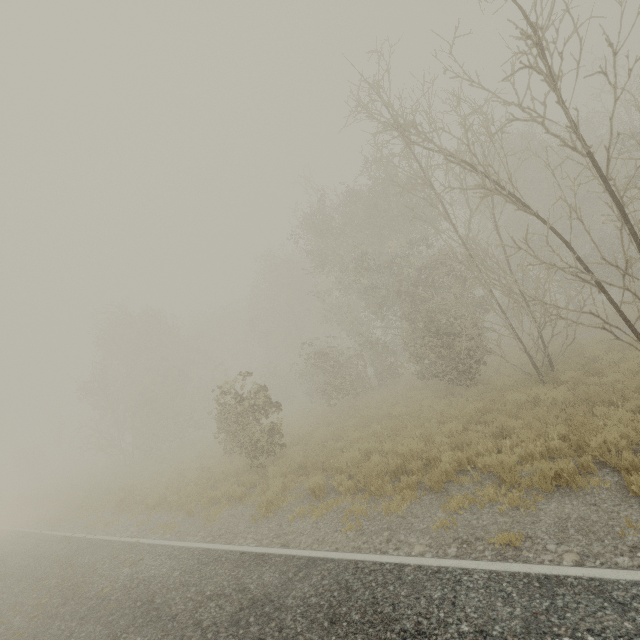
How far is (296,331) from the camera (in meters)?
29.84

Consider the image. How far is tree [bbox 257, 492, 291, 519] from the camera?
8.15m

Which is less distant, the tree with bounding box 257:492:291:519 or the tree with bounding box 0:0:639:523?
the tree with bounding box 0:0:639:523

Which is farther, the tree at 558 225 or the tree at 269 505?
the tree at 269 505

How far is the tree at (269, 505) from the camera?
8.15m

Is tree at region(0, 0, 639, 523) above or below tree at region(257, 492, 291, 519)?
above
